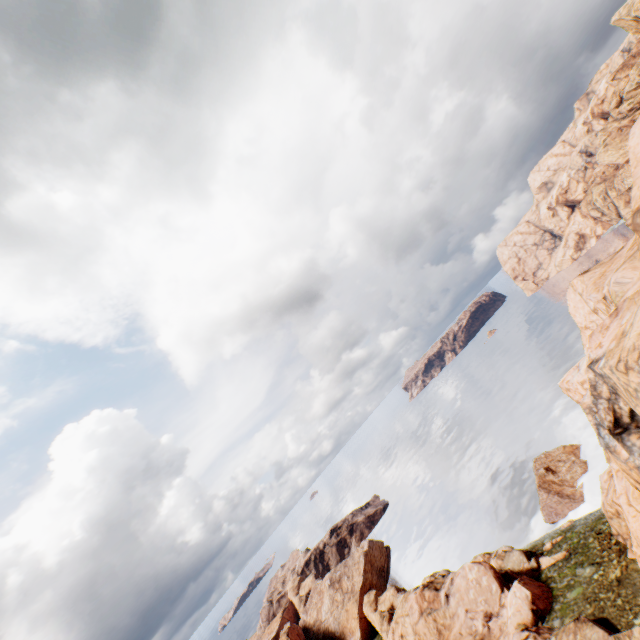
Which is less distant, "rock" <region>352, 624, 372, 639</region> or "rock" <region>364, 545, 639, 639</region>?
"rock" <region>364, 545, 639, 639</region>

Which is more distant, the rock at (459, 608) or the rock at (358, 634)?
the rock at (358, 634)

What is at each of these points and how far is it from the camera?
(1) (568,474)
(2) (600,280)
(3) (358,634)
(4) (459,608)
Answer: (1) rock, 48.19m
(2) rock, 36.28m
(3) rock, 58.94m
(4) rock, 36.41m

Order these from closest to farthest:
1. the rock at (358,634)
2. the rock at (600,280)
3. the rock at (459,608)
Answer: the rock at (600,280), the rock at (459,608), the rock at (358,634)

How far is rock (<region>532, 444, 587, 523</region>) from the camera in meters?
44.4 m

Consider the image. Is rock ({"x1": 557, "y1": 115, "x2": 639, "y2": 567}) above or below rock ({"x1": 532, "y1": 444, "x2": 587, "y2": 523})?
above
